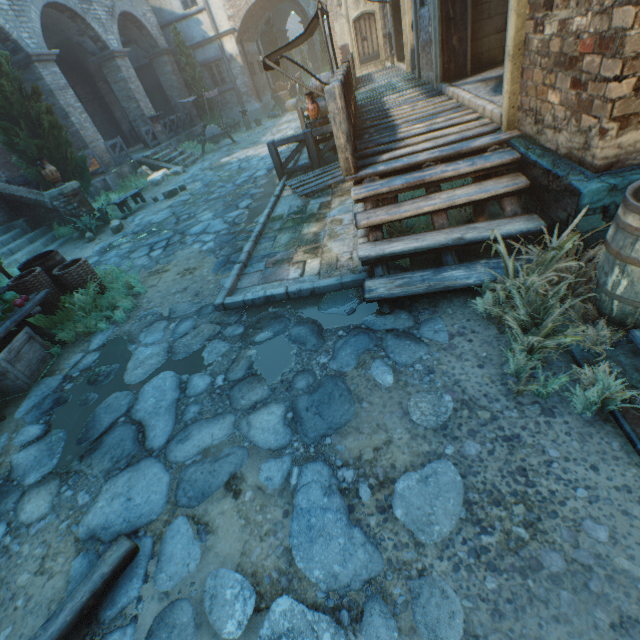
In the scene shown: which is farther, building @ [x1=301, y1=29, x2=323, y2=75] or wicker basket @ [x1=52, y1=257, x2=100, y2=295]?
building @ [x1=301, y1=29, x2=323, y2=75]

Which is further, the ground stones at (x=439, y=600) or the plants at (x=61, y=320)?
the plants at (x=61, y=320)

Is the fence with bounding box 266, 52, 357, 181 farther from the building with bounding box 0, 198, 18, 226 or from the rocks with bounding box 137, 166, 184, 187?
the rocks with bounding box 137, 166, 184, 187

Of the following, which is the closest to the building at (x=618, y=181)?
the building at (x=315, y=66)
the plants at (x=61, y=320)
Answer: the plants at (x=61, y=320)

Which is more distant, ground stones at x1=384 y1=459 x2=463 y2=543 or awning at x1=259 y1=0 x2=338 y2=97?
awning at x1=259 y1=0 x2=338 y2=97

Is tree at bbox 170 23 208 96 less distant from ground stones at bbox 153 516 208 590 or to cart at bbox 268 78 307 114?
cart at bbox 268 78 307 114

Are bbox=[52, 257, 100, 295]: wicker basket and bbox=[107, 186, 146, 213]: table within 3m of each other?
no

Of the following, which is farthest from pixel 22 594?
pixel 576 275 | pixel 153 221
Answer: pixel 153 221
